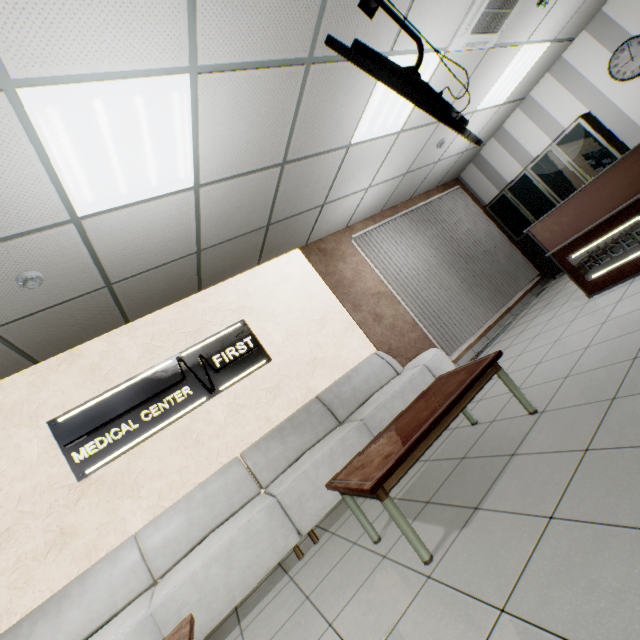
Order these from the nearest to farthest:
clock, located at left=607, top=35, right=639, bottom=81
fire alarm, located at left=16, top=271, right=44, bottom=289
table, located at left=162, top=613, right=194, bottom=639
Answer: table, located at left=162, top=613, right=194, bottom=639 < fire alarm, located at left=16, top=271, right=44, bottom=289 < clock, located at left=607, top=35, right=639, bottom=81

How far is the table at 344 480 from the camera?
1.9 meters

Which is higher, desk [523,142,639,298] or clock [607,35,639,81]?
clock [607,35,639,81]

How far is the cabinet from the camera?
5.53m

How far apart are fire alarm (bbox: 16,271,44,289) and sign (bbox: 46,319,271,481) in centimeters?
155cm

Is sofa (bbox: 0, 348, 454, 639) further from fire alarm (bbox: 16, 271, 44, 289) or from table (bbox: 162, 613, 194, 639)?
fire alarm (bbox: 16, 271, 44, 289)

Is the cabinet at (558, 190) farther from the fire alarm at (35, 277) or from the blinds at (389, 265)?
the fire alarm at (35, 277)

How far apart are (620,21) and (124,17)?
7.4m
